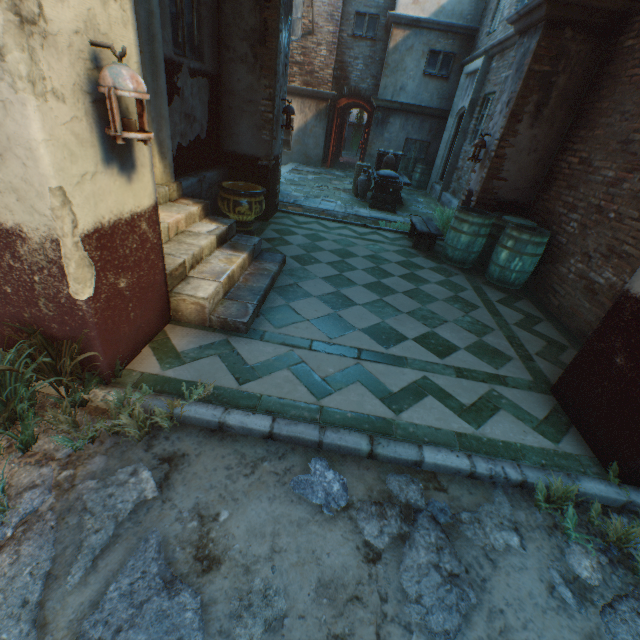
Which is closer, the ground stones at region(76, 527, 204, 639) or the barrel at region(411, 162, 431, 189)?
the ground stones at region(76, 527, 204, 639)

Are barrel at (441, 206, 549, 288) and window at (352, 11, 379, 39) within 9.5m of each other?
no

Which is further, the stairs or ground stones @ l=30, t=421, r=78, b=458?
the stairs

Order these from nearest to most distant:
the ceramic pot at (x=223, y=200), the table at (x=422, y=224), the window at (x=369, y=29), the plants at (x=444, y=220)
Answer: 1. the ceramic pot at (x=223, y=200)
2. the table at (x=422, y=224)
3. the plants at (x=444, y=220)
4. the window at (x=369, y=29)

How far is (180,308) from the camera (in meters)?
3.30

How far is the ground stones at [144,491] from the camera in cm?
164

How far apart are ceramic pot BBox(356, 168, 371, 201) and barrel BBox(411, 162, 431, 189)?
4.8 meters

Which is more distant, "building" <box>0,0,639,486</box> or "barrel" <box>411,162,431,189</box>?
"barrel" <box>411,162,431,189</box>
